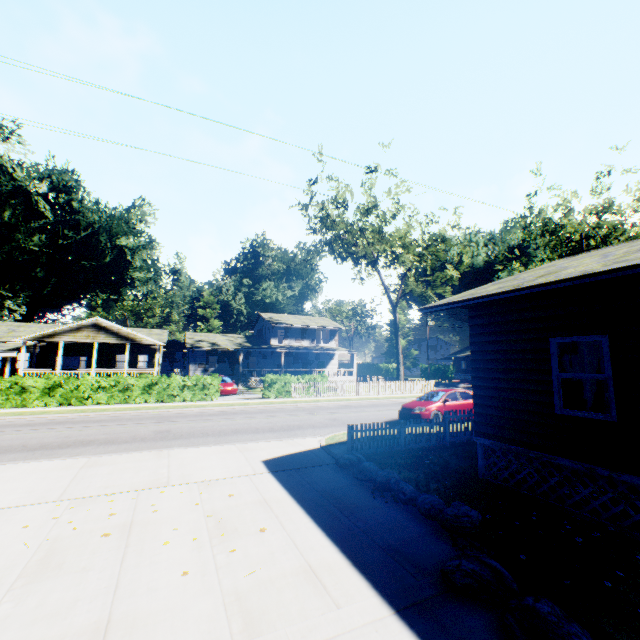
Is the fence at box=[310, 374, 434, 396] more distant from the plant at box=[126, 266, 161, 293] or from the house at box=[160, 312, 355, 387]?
the house at box=[160, 312, 355, 387]

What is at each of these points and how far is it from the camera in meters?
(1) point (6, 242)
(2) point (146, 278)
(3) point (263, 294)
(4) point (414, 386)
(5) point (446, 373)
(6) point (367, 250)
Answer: (1) plant, 48.8
(2) plant, 58.2
(3) plant, 57.5
(4) fence, 30.7
(5) hedge, 51.1
(6) tree, 29.6

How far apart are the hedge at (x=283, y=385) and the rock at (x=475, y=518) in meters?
17.6 m

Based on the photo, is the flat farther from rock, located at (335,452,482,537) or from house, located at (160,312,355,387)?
rock, located at (335,452,482,537)

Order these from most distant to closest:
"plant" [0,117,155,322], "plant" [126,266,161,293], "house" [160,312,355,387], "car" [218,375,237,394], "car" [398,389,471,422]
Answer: "plant" [126,266,161,293]
"plant" [0,117,155,322]
"house" [160,312,355,387]
"car" [218,375,237,394]
"car" [398,389,471,422]

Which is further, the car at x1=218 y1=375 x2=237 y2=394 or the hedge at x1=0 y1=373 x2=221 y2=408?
the car at x1=218 y1=375 x2=237 y2=394

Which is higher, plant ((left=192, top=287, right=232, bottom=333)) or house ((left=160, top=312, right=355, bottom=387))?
plant ((left=192, top=287, right=232, bottom=333))

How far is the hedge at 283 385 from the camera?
24.89m
